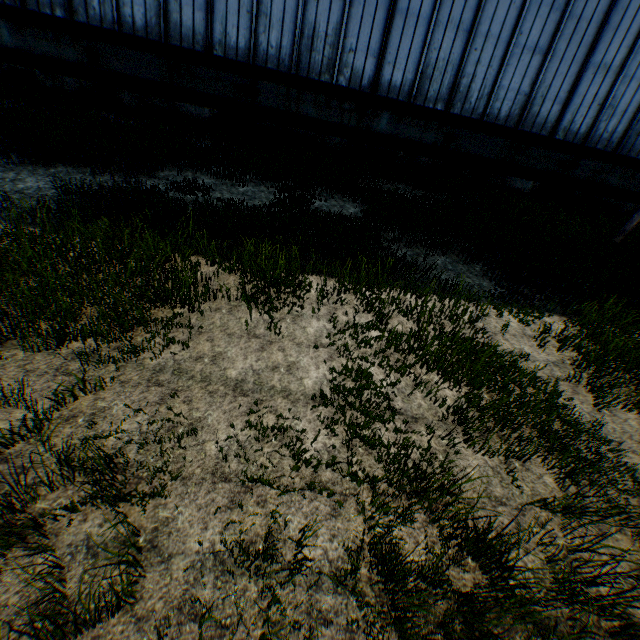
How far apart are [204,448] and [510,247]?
8.4 meters
